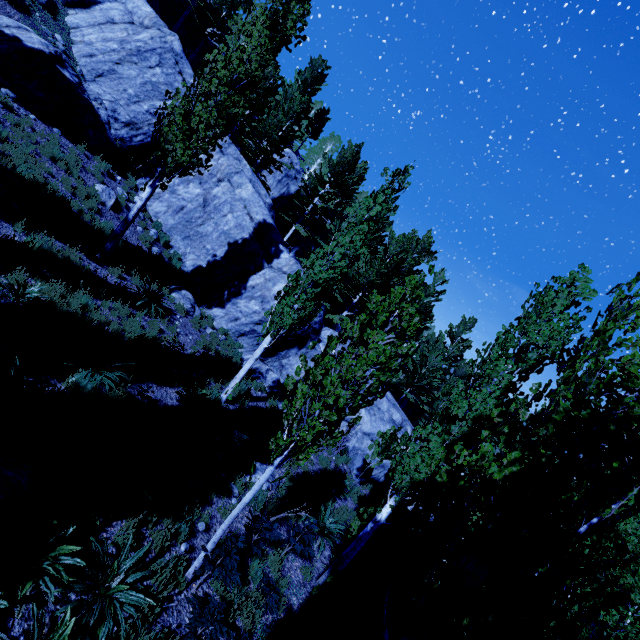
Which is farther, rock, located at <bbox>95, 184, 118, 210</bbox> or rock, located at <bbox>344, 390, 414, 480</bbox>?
rock, located at <bbox>344, 390, 414, 480</bbox>

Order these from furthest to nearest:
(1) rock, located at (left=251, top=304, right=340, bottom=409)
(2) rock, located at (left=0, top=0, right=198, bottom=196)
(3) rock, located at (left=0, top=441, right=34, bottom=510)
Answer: (1) rock, located at (left=251, top=304, right=340, bottom=409) → (2) rock, located at (left=0, top=0, right=198, bottom=196) → (3) rock, located at (left=0, top=441, right=34, bottom=510)

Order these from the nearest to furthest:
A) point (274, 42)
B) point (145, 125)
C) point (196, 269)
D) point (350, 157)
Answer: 1. point (196, 269)
2. point (145, 125)
3. point (350, 157)
4. point (274, 42)

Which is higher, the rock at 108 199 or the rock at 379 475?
the rock at 108 199

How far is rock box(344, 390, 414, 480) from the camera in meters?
14.3

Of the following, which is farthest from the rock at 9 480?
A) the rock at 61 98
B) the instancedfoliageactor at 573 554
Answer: the rock at 61 98

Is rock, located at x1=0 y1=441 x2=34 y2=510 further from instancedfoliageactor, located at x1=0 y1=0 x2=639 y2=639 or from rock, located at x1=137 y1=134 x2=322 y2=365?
rock, located at x1=137 y1=134 x2=322 y2=365
